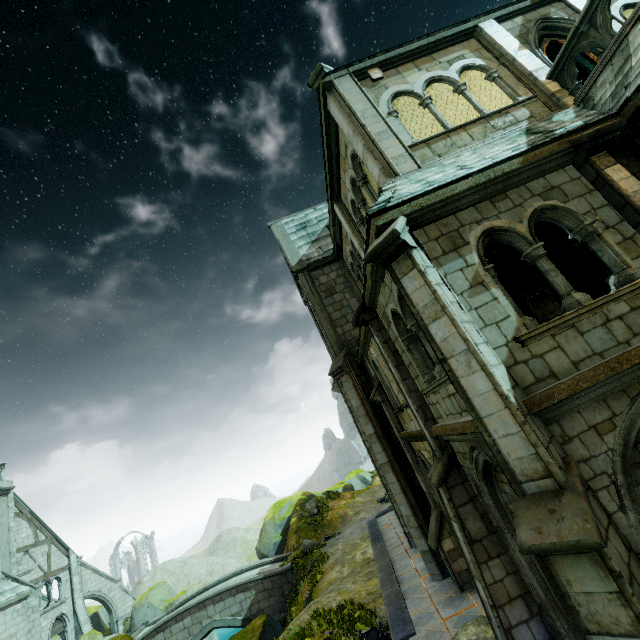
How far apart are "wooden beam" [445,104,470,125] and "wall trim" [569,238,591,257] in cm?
705

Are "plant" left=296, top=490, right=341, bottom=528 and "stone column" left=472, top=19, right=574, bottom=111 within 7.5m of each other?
no

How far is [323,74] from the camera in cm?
842

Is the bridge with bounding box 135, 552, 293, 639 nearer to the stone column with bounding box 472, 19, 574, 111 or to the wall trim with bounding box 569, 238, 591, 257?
the wall trim with bounding box 569, 238, 591, 257

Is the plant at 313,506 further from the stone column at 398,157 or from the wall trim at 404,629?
the stone column at 398,157

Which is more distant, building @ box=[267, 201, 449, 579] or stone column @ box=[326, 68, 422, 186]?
building @ box=[267, 201, 449, 579]

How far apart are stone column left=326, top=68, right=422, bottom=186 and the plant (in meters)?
→ 27.20

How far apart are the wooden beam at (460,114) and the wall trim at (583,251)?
7.0m
